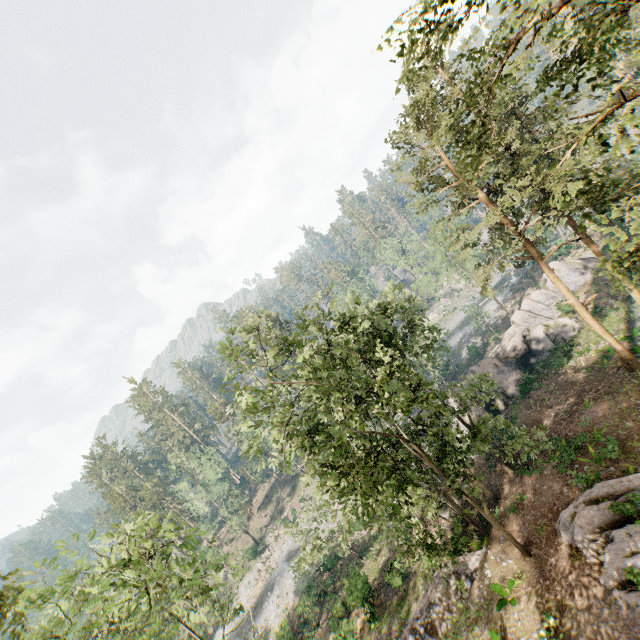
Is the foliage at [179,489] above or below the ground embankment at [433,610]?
above

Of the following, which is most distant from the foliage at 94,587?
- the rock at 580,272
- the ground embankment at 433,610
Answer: the rock at 580,272

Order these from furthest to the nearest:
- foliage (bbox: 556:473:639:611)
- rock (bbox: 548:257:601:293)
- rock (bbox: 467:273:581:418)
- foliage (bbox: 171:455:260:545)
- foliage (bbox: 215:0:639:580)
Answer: foliage (bbox: 171:455:260:545)
rock (bbox: 548:257:601:293)
rock (bbox: 467:273:581:418)
foliage (bbox: 556:473:639:611)
foliage (bbox: 215:0:639:580)

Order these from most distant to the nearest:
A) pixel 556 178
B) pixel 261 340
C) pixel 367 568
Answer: pixel 261 340 < pixel 367 568 < pixel 556 178

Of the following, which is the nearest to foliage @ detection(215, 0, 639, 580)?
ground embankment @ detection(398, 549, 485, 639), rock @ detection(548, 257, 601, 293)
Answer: ground embankment @ detection(398, 549, 485, 639)

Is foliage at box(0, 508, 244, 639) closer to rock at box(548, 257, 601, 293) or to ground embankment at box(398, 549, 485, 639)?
ground embankment at box(398, 549, 485, 639)

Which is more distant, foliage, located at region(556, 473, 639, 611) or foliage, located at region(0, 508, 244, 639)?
foliage, located at region(556, 473, 639, 611)
